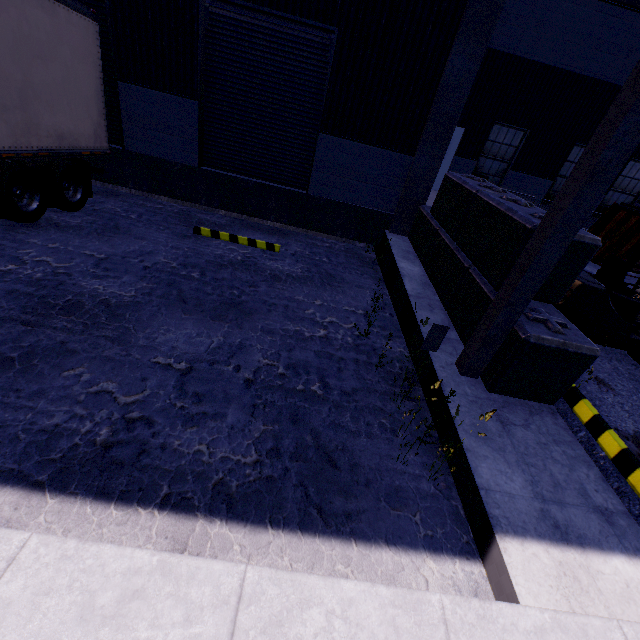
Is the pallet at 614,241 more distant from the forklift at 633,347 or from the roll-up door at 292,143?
the roll-up door at 292,143

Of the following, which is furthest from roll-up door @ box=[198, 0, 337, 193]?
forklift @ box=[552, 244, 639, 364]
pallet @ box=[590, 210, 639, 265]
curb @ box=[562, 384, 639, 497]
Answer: pallet @ box=[590, 210, 639, 265]

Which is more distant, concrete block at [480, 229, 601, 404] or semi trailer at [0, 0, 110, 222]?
semi trailer at [0, 0, 110, 222]

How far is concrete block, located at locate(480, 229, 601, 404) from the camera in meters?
3.7

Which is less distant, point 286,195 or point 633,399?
point 633,399

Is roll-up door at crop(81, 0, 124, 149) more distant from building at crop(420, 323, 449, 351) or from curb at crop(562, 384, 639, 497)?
curb at crop(562, 384, 639, 497)

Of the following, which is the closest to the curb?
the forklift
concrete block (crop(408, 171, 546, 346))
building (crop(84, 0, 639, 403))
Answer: concrete block (crop(408, 171, 546, 346))

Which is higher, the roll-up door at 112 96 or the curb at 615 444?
the roll-up door at 112 96
